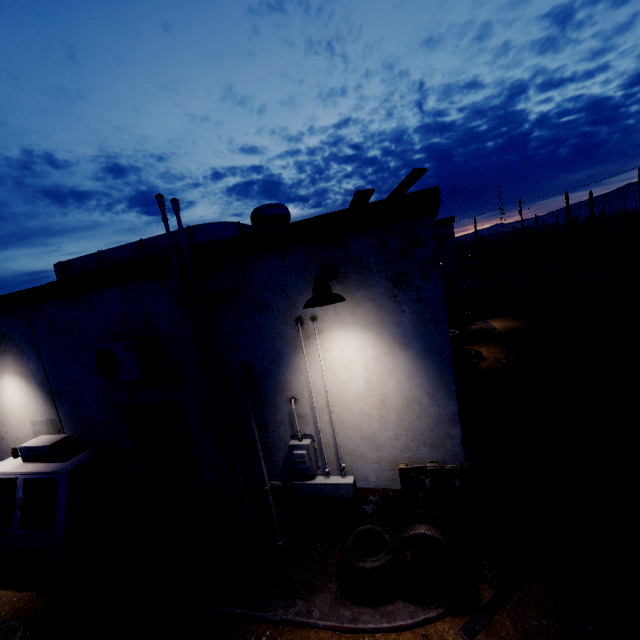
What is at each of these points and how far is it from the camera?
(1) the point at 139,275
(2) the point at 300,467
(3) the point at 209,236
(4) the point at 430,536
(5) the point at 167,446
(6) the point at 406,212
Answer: (1) roof trim, 4.4m
(2) electrical box, 4.2m
(3) air duct, 5.3m
(4) tire, 3.4m
(5) sign, 5.0m
(6) roof trim, 3.4m

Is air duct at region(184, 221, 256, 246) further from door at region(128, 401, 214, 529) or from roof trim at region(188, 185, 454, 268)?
door at region(128, 401, 214, 529)

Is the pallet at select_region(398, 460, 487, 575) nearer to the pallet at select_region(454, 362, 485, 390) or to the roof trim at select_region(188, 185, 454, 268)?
the roof trim at select_region(188, 185, 454, 268)

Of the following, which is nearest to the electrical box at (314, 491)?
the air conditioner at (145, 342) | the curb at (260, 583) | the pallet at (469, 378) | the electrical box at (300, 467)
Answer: the electrical box at (300, 467)

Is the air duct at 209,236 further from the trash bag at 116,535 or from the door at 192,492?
the trash bag at 116,535

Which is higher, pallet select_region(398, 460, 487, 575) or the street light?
the street light

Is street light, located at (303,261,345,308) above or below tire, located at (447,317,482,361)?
above

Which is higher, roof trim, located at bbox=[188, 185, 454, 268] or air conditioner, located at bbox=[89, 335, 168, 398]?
roof trim, located at bbox=[188, 185, 454, 268]
